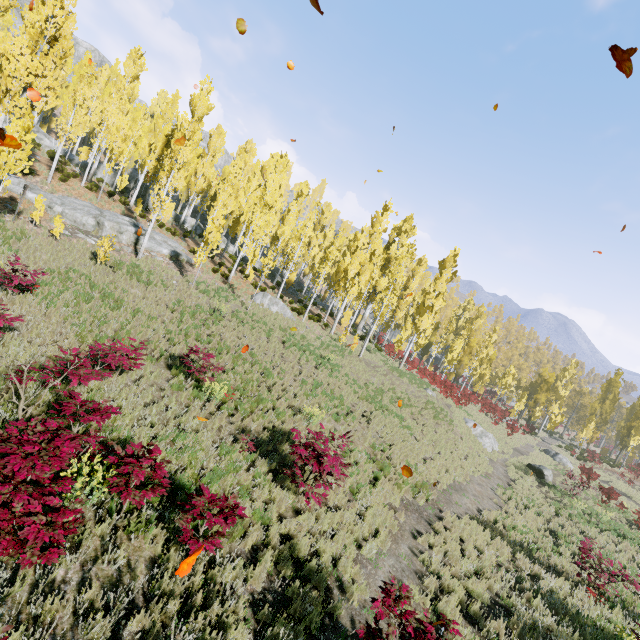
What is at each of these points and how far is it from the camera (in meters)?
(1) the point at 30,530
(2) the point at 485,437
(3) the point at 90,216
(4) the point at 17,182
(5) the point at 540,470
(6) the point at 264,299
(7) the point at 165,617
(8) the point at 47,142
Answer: (1) instancedfoliageactor, 3.63
(2) rock, 24.52
(3) rock, 19.28
(4) rock, 18.34
(5) rock, 23.45
(6) rock, 22.95
(7) instancedfoliageactor, 4.26
(8) rock, 30.31

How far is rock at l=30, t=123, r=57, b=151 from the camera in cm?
2961

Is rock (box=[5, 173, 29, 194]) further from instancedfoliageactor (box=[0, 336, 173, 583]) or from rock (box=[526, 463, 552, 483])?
rock (box=[526, 463, 552, 483])

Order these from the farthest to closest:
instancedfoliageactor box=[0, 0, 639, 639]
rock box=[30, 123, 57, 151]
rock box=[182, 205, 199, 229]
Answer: rock box=[182, 205, 199, 229] → rock box=[30, 123, 57, 151] → instancedfoliageactor box=[0, 0, 639, 639]

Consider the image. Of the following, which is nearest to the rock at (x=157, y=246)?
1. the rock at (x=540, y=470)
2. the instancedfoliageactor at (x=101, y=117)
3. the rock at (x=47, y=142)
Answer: the instancedfoliageactor at (x=101, y=117)

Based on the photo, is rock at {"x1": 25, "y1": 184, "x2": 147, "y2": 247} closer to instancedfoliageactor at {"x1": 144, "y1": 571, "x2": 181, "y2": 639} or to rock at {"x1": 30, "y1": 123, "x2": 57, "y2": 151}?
instancedfoliageactor at {"x1": 144, "y1": 571, "x2": 181, "y2": 639}

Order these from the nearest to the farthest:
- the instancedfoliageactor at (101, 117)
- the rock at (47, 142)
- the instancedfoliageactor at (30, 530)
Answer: the instancedfoliageactor at (30, 530) → the instancedfoliageactor at (101, 117) → the rock at (47, 142)

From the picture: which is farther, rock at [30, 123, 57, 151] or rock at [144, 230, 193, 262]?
rock at [30, 123, 57, 151]
